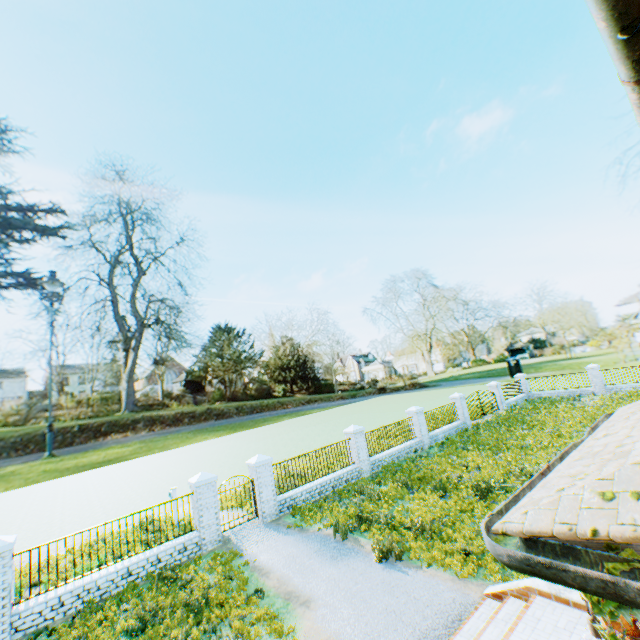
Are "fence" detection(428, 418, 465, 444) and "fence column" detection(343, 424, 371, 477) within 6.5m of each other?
yes

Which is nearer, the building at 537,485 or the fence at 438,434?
the building at 537,485

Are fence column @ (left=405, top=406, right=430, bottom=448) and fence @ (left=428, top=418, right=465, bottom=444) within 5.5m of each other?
yes

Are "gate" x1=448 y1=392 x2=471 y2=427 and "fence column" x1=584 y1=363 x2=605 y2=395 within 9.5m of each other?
no

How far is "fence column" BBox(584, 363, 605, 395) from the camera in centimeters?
2595cm

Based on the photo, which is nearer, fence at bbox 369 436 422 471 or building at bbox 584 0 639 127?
building at bbox 584 0 639 127

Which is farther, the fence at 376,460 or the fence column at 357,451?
the fence at 376,460

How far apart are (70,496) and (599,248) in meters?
81.7
